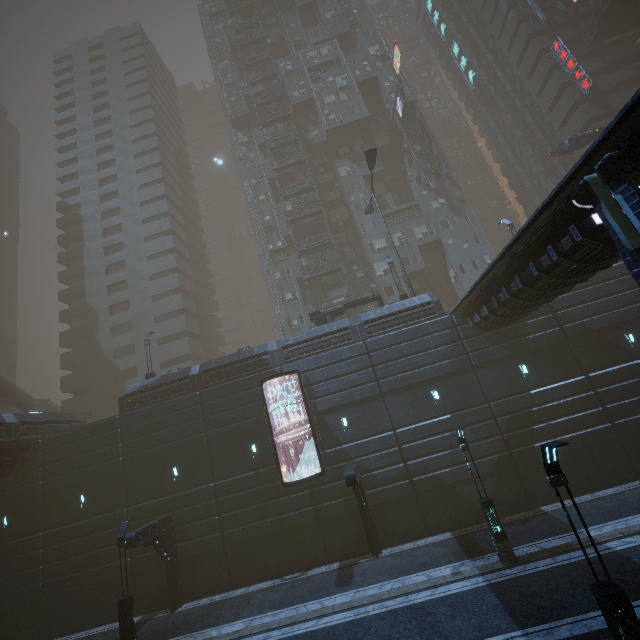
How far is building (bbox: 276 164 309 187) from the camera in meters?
41.6

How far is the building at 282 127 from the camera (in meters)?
43.94

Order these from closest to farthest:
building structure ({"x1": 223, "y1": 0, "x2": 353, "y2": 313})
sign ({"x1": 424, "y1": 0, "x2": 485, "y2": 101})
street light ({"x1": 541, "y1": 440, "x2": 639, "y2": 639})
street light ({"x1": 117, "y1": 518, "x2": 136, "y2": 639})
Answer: street light ({"x1": 541, "y1": 440, "x2": 639, "y2": 639}) < street light ({"x1": 117, "y1": 518, "x2": 136, "y2": 639}) < building structure ({"x1": 223, "y1": 0, "x2": 353, "y2": 313}) < sign ({"x1": 424, "y1": 0, "x2": 485, "y2": 101})

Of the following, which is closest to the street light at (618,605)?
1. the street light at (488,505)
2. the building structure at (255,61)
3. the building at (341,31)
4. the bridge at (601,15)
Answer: the building at (341,31)

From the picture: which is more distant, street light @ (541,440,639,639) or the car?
the car

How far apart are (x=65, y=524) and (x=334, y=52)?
59.32m

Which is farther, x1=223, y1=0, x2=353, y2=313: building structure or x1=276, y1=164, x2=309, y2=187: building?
x1=276, y1=164, x2=309, y2=187: building

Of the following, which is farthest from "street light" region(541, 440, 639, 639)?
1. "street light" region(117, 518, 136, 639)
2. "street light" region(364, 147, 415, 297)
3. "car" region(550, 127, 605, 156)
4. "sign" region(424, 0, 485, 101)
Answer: "sign" region(424, 0, 485, 101)
